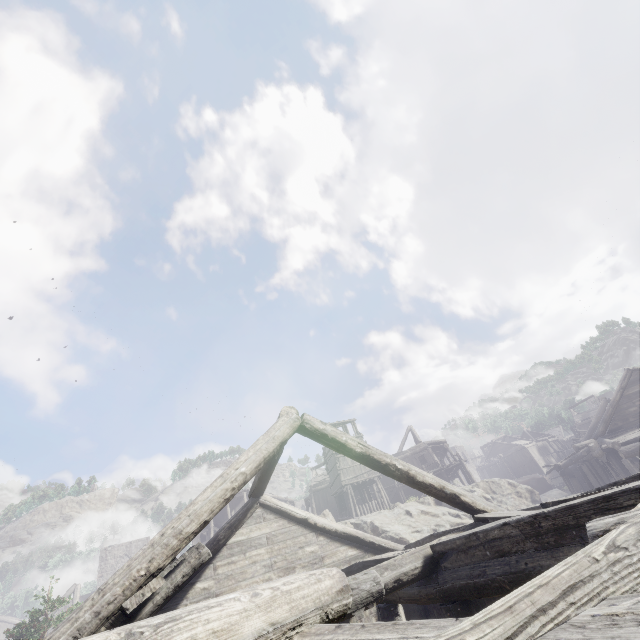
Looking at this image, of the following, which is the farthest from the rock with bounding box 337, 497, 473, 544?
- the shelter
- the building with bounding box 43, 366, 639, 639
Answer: the shelter

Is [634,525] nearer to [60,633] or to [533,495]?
[60,633]

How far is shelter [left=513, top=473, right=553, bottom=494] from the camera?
43.41m

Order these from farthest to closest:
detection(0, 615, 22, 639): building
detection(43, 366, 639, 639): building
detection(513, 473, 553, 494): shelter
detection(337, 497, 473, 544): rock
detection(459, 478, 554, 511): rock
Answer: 1. detection(0, 615, 22, 639): building
2. detection(513, 473, 553, 494): shelter
3. detection(459, 478, 554, 511): rock
4. detection(337, 497, 473, 544): rock
5. detection(43, 366, 639, 639): building

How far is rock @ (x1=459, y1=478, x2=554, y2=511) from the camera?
23.16m

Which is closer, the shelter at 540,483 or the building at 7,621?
the shelter at 540,483

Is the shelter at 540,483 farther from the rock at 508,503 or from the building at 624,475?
the building at 624,475
